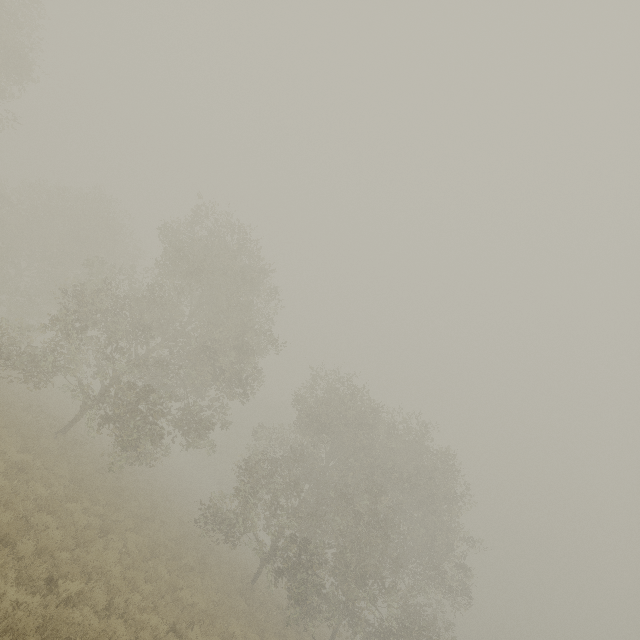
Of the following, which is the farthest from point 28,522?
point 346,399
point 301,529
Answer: point 301,529
